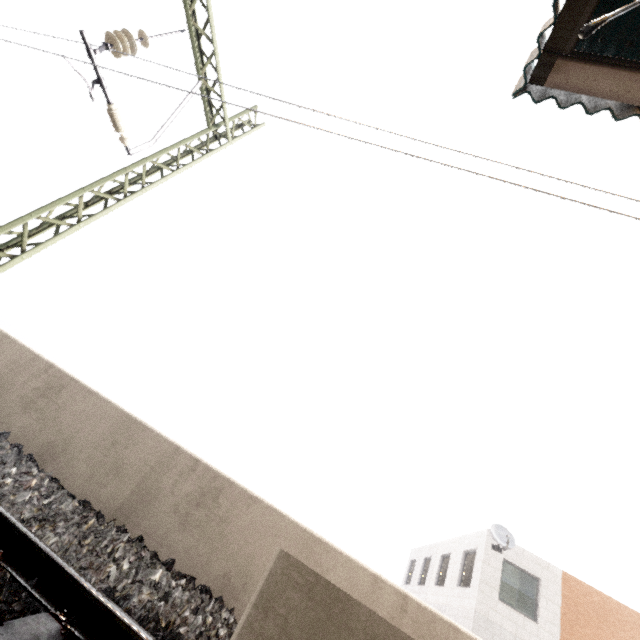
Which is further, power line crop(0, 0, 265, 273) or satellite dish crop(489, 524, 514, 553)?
satellite dish crop(489, 524, 514, 553)

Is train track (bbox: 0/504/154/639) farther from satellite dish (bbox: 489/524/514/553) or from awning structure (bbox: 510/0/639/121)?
satellite dish (bbox: 489/524/514/553)

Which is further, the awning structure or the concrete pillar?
the awning structure

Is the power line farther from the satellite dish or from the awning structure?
the satellite dish

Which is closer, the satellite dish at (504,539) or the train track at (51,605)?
the train track at (51,605)

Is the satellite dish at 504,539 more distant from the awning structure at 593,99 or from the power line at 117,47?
the power line at 117,47

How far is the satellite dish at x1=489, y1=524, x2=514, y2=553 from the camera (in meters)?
12.96

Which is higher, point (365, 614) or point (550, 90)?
point (550, 90)
